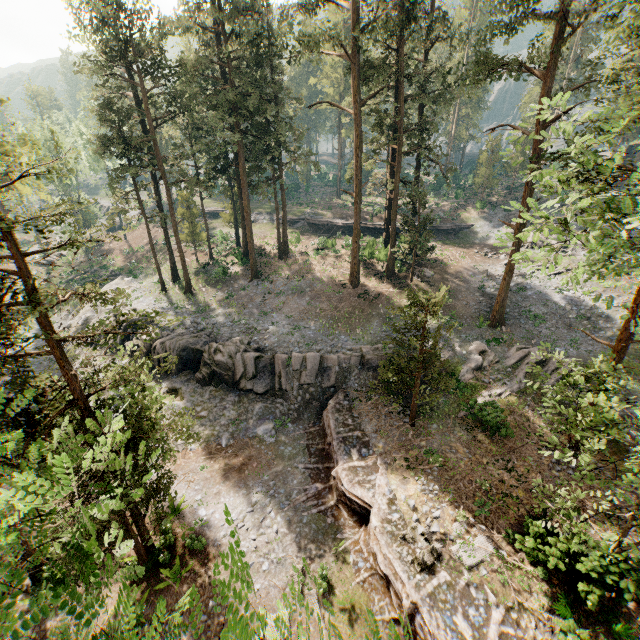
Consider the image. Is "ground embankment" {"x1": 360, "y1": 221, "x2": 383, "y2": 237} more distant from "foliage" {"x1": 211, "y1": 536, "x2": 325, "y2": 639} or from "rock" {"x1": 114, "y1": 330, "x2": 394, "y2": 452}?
"rock" {"x1": 114, "y1": 330, "x2": 394, "y2": 452}

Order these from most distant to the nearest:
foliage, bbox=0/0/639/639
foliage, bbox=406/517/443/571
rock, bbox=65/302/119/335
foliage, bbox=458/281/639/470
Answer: rock, bbox=65/302/119/335, foliage, bbox=406/517/443/571, foliage, bbox=458/281/639/470, foliage, bbox=0/0/639/639

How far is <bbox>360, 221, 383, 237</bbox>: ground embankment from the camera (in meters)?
45.09

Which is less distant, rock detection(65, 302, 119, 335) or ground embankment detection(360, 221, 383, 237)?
rock detection(65, 302, 119, 335)

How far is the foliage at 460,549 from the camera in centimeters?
1365cm

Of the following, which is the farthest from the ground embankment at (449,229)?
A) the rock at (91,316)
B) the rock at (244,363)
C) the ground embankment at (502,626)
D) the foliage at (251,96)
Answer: the rock at (91,316)

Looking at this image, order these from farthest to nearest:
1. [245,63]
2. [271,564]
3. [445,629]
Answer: [245,63] → [271,564] → [445,629]

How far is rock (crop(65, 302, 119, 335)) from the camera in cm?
2965
